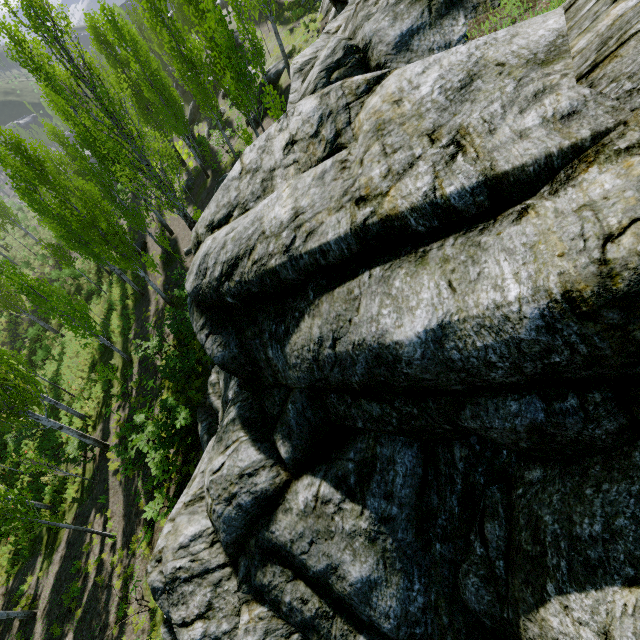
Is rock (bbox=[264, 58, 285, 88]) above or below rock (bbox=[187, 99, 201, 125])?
above

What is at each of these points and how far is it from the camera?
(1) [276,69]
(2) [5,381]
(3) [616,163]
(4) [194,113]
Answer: (1) rock, 21.5 meters
(2) instancedfoliageactor, 15.1 meters
(3) rock, 2.6 meters
(4) rock, 36.4 meters

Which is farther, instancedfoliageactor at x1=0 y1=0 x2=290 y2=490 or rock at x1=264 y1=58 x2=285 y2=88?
rock at x1=264 y1=58 x2=285 y2=88

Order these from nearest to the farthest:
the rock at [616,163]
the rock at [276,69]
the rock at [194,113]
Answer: the rock at [616,163]
the rock at [276,69]
the rock at [194,113]

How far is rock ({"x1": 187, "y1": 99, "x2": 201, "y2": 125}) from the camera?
35.7 meters

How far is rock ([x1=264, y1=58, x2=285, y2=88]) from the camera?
21.4 meters

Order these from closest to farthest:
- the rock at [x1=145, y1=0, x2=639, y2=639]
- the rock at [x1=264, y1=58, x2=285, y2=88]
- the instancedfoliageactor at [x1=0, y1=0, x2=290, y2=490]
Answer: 1. the rock at [x1=145, y1=0, x2=639, y2=639]
2. the instancedfoliageactor at [x1=0, y1=0, x2=290, y2=490]
3. the rock at [x1=264, y1=58, x2=285, y2=88]

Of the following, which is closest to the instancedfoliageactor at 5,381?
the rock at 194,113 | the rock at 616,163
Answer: the rock at 616,163
